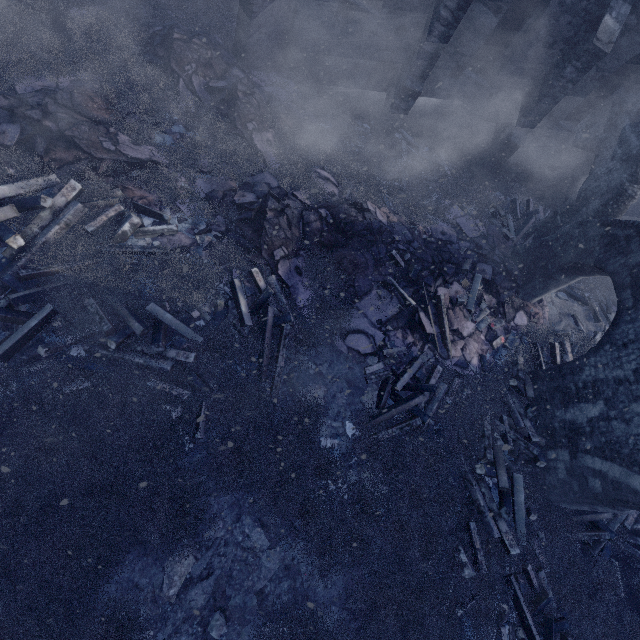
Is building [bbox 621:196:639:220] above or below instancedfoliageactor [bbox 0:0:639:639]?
above

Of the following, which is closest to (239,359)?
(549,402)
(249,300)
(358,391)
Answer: (249,300)

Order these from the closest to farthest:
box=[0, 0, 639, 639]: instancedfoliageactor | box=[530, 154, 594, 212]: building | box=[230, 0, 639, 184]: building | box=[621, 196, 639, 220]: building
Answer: box=[0, 0, 639, 639]: instancedfoliageactor
box=[230, 0, 639, 184]: building
box=[530, 154, 594, 212]: building
box=[621, 196, 639, 220]: building

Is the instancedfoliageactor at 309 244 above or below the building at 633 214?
below

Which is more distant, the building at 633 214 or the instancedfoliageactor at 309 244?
the building at 633 214

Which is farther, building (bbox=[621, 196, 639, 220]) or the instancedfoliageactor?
building (bbox=[621, 196, 639, 220])

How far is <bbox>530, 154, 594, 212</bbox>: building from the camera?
12.9 meters

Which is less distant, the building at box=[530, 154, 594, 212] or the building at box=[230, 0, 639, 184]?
the building at box=[230, 0, 639, 184]
